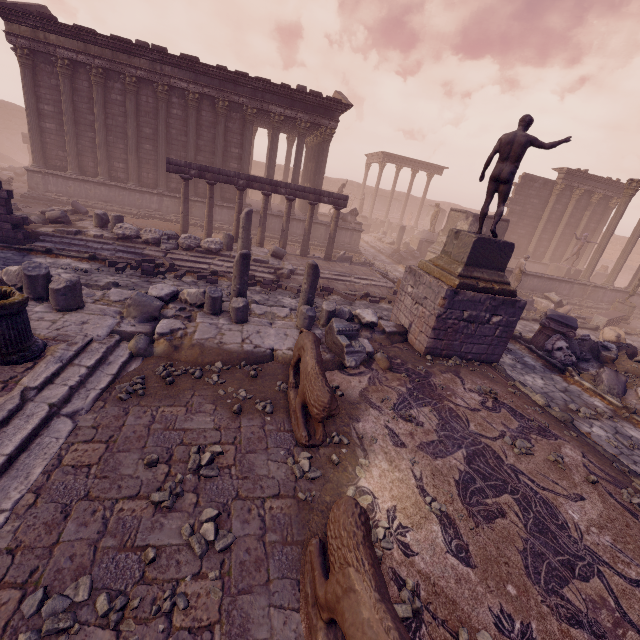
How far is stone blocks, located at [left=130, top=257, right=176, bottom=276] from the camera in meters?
10.1 m

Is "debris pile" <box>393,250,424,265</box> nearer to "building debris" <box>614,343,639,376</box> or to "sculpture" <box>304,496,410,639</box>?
"building debris" <box>614,343,639,376</box>

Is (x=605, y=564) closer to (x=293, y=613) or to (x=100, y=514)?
(x=293, y=613)

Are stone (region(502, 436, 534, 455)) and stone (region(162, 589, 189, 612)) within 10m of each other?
yes

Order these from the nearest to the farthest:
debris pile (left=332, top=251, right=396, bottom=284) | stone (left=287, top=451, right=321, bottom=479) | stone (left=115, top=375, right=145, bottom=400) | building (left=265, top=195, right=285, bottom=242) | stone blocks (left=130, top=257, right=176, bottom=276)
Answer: stone (left=287, top=451, right=321, bottom=479), stone (left=115, top=375, right=145, bottom=400), stone blocks (left=130, top=257, right=176, bottom=276), debris pile (left=332, top=251, right=396, bottom=284), building (left=265, top=195, right=285, bottom=242)

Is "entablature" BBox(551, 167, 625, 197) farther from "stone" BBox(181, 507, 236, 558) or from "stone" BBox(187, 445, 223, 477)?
"stone" BBox(181, 507, 236, 558)

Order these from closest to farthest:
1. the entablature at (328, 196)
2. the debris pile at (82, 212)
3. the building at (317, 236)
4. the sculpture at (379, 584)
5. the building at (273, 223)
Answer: the sculpture at (379, 584) → the debris pile at (82, 212) → the entablature at (328, 196) → the building at (273, 223) → the building at (317, 236)

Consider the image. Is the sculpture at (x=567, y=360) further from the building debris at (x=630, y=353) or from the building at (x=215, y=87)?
the building at (x=215, y=87)
